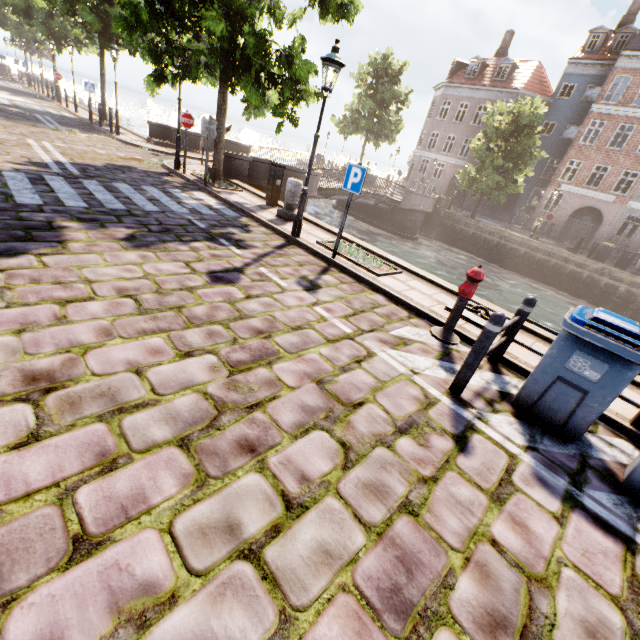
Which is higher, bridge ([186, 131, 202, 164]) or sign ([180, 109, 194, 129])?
sign ([180, 109, 194, 129])

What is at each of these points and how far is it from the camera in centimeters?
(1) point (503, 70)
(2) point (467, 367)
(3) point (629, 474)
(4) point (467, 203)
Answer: (1) building, 3070cm
(2) bollard, 373cm
(3) trash bin, 325cm
(4) building, 3444cm

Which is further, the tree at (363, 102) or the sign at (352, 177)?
the tree at (363, 102)

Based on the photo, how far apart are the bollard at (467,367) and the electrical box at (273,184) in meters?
8.4

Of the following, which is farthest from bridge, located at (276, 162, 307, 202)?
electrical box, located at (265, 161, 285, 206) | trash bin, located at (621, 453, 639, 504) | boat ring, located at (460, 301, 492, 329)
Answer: trash bin, located at (621, 453, 639, 504)

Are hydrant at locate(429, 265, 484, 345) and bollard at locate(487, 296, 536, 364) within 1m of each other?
yes

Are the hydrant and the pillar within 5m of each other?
no

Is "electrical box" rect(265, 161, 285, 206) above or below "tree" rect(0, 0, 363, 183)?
below
